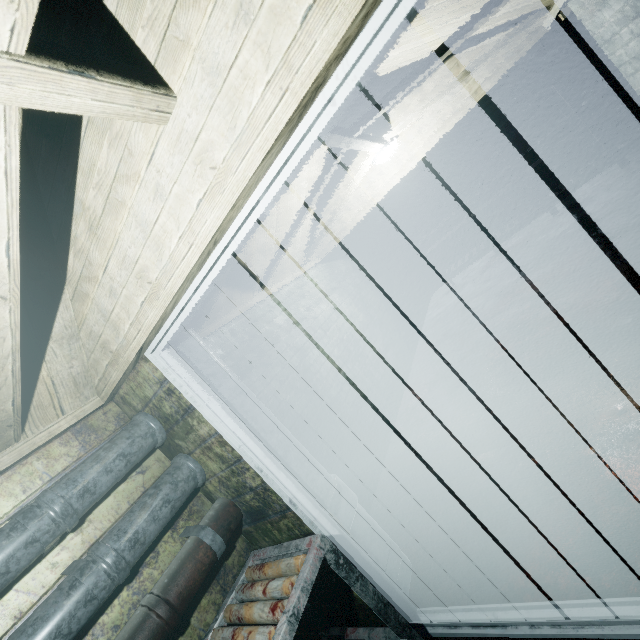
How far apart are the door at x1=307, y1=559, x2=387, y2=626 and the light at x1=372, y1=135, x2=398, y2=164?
2.7m

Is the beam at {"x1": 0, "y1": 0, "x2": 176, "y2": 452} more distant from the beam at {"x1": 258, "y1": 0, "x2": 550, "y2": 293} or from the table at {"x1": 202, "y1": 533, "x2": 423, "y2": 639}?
the table at {"x1": 202, "y1": 533, "x2": 423, "y2": 639}

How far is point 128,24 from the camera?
0.9 meters

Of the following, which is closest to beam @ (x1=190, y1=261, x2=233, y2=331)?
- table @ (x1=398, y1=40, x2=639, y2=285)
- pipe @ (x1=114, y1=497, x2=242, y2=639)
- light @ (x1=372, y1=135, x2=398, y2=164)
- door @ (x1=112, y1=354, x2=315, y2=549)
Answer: light @ (x1=372, y1=135, x2=398, y2=164)

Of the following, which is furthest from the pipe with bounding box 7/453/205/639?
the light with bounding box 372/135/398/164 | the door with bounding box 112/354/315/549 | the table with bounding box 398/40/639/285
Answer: the table with bounding box 398/40/639/285

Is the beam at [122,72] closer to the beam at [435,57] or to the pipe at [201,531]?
the beam at [435,57]

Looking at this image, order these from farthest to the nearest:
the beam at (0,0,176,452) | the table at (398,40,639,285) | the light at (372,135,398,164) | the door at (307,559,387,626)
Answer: the table at (398,40,639,285), the light at (372,135,398,164), the door at (307,559,387,626), the beam at (0,0,176,452)

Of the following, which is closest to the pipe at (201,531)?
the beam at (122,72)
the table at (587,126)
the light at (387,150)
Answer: the beam at (122,72)
